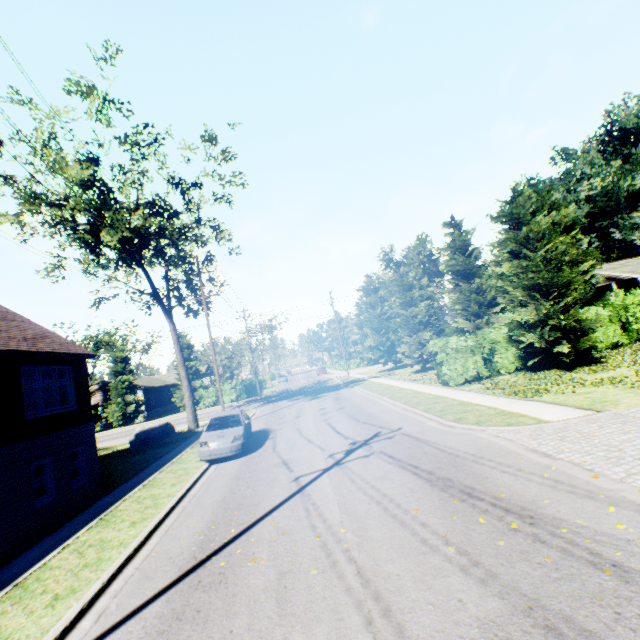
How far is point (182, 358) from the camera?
25.1m

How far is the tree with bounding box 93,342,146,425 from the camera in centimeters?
4069cm

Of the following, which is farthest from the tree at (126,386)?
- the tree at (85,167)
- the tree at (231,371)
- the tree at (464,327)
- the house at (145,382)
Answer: the tree at (464,327)

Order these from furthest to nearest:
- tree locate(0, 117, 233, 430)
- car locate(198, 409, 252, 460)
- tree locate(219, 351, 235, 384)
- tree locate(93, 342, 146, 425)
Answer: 1. tree locate(219, 351, 235, 384)
2. tree locate(93, 342, 146, 425)
3. tree locate(0, 117, 233, 430)
4. car locate(198, 409, 252, 460)

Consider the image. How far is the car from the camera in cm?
1254

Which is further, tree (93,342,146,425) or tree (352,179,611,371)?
tree (93,342,146,425)

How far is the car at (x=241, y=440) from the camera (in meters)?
12.54

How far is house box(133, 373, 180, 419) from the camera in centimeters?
4581cm
